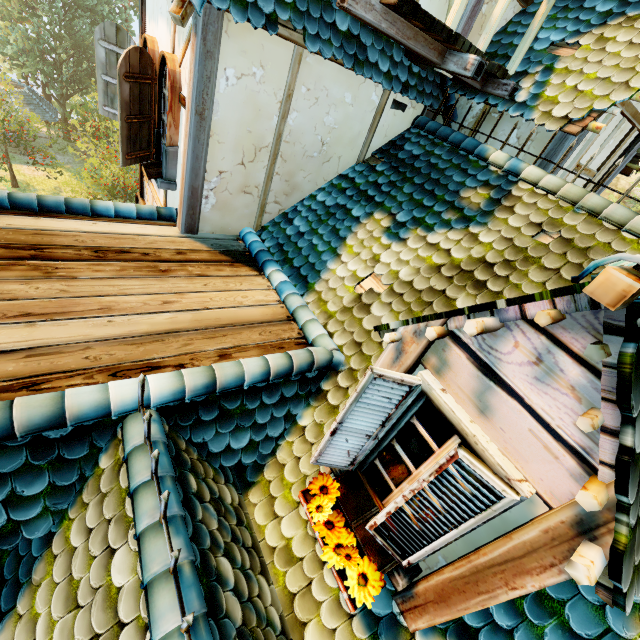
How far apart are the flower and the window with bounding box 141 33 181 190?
4.4m

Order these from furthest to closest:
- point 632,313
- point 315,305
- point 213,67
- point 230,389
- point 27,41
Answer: point 27,41
point 315,305
point 213,67
point 230,389
point 632,313

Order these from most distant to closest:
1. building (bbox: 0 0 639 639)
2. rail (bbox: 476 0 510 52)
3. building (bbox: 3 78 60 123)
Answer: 1. building (bbox: 3 78 60 123)
2. rail (bbox: 476 0 510 52)
3. building (bbox: 0 0 639 639)

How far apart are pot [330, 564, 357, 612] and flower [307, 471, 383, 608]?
0.03m

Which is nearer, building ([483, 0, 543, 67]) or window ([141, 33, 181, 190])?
window ([141, 33, 181, 190])

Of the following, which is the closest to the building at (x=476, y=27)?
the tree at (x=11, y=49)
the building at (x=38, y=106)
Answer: the tree at (x=11, y=49)

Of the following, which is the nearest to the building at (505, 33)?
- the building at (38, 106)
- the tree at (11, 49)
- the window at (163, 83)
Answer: the window at (163, 83)

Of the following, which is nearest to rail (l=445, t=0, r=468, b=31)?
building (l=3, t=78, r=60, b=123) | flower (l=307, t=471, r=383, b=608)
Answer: flower (l=307, t=471, r=383, b=608)
